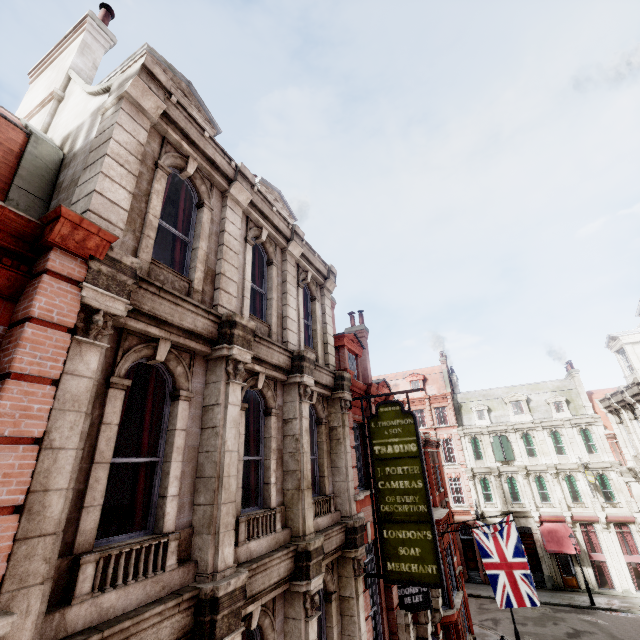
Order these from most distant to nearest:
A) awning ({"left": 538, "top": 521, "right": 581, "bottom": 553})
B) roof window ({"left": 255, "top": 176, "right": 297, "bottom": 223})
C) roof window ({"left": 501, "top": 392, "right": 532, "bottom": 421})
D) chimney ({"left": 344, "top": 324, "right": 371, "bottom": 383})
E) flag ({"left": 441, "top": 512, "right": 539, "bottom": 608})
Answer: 1. roof window ({"left": 501, "top": 392, "right": 532, "bottom": 421})
2. awning ({"left": 538, "top": 521, "right": 581, "bottom": 553})
3. chimney ({"left": 344, "top": 324, "right": 371, "bottom": 383})
4. flag ({"left": 441, "top": 512, "right": 539, "bottom": 608})
5. roof window ({"left": 255, "top": 176, "right": 297, "bottom": 223})

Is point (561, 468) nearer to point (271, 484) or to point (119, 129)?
point (271, 484)

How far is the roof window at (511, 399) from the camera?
34.72m

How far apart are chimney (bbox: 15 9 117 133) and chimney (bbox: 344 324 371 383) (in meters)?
14.98

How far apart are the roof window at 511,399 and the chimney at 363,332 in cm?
2540

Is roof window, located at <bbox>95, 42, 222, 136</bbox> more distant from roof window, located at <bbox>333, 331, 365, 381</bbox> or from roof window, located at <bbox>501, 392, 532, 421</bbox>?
roof window, located at <bbox>501, 392, 532, 421</bbox>

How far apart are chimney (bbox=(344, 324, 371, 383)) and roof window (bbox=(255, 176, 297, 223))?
7.87m

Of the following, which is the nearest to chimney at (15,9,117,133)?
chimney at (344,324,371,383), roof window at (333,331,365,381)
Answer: roof window at (333,331,365,381)
